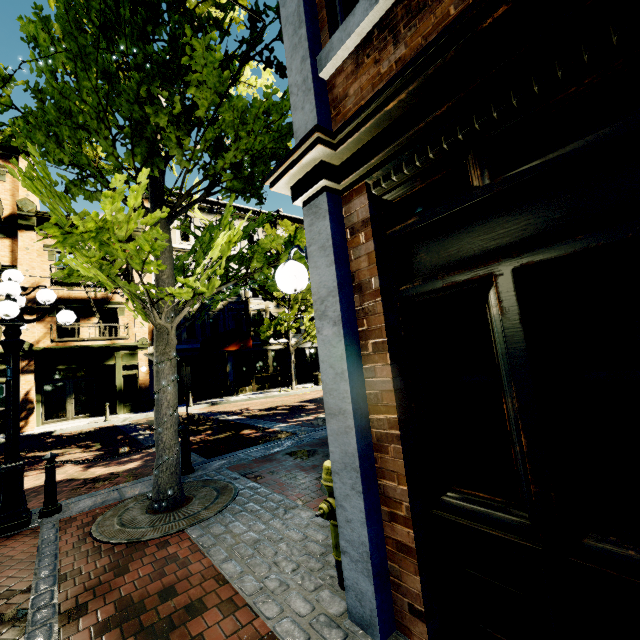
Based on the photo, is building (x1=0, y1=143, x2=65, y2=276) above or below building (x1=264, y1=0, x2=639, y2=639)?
above

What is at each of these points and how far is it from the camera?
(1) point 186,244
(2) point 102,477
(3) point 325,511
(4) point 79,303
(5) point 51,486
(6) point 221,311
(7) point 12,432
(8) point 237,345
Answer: (1) building, 22.2m
(2) z, 6.8m
(3) fire hydrant, 2.5m
(4) building, 17.3m
(5) post, 4.8m
(6) building, 22.8m
(7) light, 4.5m
(8) awning, 19.0m

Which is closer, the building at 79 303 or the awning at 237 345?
the building at 79 303

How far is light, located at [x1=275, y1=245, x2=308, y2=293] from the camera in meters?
2.8

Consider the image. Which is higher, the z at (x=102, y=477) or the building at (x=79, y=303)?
the building at (x=79, y=303)

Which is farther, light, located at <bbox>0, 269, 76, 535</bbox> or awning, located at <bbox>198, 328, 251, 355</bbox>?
awning, located at <bbox>198, 328, 251, 355</bbox>

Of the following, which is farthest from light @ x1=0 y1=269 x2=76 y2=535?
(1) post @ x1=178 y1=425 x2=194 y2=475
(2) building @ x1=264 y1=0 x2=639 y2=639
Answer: (2) building @ x1=264 y1=0 x2=639 y2=639

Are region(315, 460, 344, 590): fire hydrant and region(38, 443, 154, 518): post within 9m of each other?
yes
